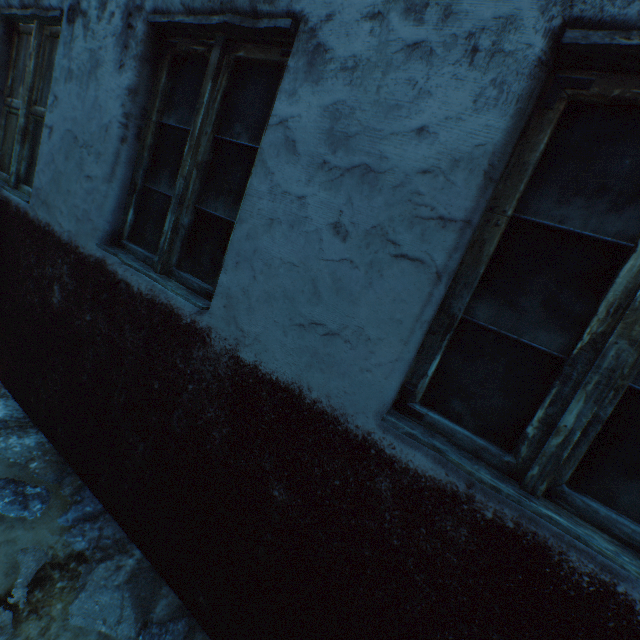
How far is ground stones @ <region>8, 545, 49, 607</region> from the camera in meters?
1.5

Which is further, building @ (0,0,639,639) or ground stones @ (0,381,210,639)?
ground stones @ (0,381,210,639)

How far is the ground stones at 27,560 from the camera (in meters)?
1.48

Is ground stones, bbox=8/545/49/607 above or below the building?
below

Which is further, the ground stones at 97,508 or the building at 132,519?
the ground stones at 97,508

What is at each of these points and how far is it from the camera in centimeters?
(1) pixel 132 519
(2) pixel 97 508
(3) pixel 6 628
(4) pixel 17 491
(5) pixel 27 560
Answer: (1) building, 187cm
(2) ground stones, 198cm
(3) ground stones, 137cm
(4) ground stones, 190cm
(5) ground stones, 161cm
